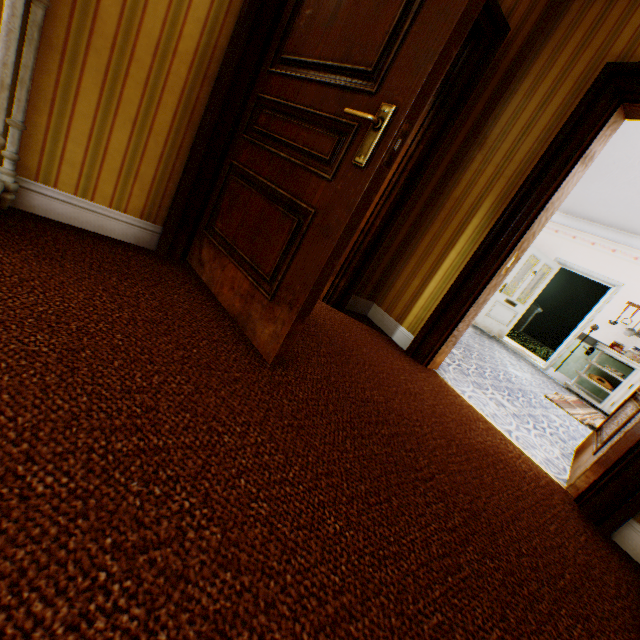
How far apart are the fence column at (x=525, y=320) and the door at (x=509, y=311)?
14.9m

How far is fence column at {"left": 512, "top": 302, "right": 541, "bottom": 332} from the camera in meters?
20.2 m

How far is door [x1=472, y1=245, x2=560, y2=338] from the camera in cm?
726

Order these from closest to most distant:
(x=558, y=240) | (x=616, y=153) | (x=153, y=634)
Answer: (x=153, y=634) < (x=616, y=153) < (x=558, y=240)

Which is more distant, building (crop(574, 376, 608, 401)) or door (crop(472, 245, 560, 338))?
door (crop(472, 245, 560, 338))

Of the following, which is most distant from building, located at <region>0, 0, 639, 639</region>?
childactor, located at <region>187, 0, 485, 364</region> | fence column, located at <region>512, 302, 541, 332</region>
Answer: fence column, located at <region>512, 302, 541, 332</region>

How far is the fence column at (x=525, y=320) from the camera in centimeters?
2020cm

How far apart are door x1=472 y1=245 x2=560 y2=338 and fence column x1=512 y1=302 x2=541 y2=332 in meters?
14.9 m
